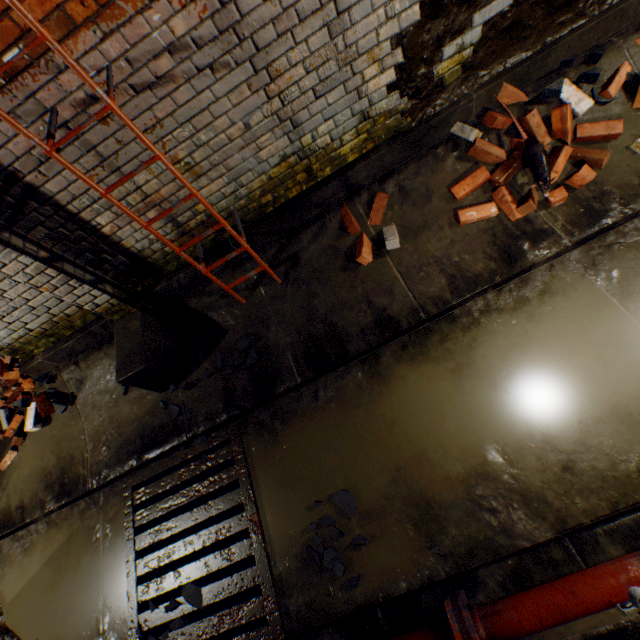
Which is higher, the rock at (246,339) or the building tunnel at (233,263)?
the building tunnel at (233,263)

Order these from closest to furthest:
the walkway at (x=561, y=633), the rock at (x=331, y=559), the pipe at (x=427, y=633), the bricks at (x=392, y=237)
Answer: the walkway at (x=561, y=633), the pipe at (x=427, y=633), the rock at (x=331, y=559), the bricks at (x=392, y=237)

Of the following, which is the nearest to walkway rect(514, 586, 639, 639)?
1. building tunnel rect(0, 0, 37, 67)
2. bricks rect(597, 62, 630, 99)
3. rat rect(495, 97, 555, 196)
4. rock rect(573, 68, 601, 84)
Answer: building tunnel rect(0, 0, 37, 67)

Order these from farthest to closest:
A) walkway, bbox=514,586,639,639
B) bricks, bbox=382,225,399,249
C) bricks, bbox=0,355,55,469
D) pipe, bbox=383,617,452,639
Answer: bricks, bbox=0,355,55,469 → bricks, bbox=382,225,399,249 → pipe, bbox=383,617,452,639 → walkway, bbox=514,586,639,639

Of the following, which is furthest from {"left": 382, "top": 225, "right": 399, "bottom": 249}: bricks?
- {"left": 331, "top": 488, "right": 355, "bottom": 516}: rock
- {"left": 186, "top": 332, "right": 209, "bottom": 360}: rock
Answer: {"left": 331, "top": 488, "right": 355, "bottom": 516}: rock

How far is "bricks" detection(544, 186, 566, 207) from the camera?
2.59m

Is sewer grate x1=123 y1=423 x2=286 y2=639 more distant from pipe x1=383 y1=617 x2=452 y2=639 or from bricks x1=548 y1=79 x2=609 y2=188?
bricks x1=548 y1=79 x2=609 y2=188

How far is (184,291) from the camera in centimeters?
340cm
